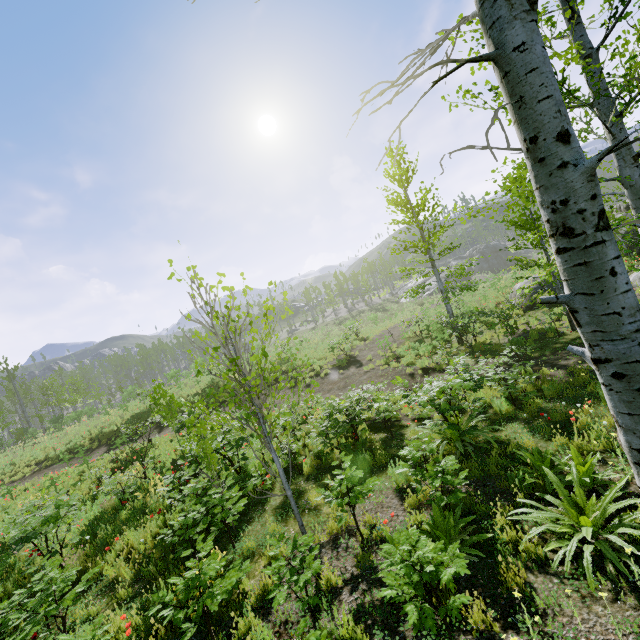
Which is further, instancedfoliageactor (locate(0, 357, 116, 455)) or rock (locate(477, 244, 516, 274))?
rock (locate(477, 244, 516, 274))

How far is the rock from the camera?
58.5 meters

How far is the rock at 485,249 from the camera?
58.47m

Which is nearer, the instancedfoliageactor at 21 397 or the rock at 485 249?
the instancedfoliageactor at 21 397

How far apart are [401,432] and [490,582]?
5.18m
